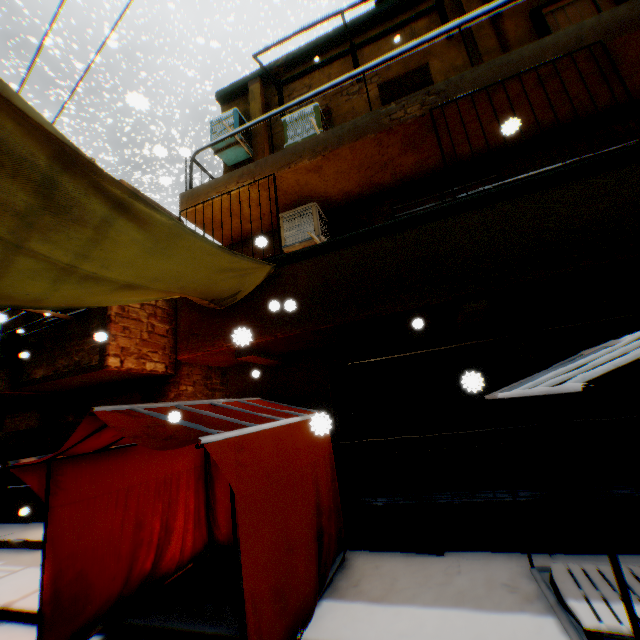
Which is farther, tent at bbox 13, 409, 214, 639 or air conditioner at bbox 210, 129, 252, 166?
air conditioner at bbox 210, 129, 252, 166

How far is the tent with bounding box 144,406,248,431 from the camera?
3.58m

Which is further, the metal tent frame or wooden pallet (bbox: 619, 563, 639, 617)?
wooden pallet (bbox: 619, 563, 639, 617)

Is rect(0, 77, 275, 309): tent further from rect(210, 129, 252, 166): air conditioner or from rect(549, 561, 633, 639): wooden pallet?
rect(210, 129, 252, 166): air conditioner

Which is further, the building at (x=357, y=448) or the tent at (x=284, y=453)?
the building at (x=357, y=448)

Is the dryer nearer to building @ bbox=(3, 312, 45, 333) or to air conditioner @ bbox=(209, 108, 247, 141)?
building @ bbox=(3, 312, 45, 333)

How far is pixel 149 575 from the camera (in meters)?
4.74

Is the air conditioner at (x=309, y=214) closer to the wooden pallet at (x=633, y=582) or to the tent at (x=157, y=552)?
the tent at (x=157, y=552)
